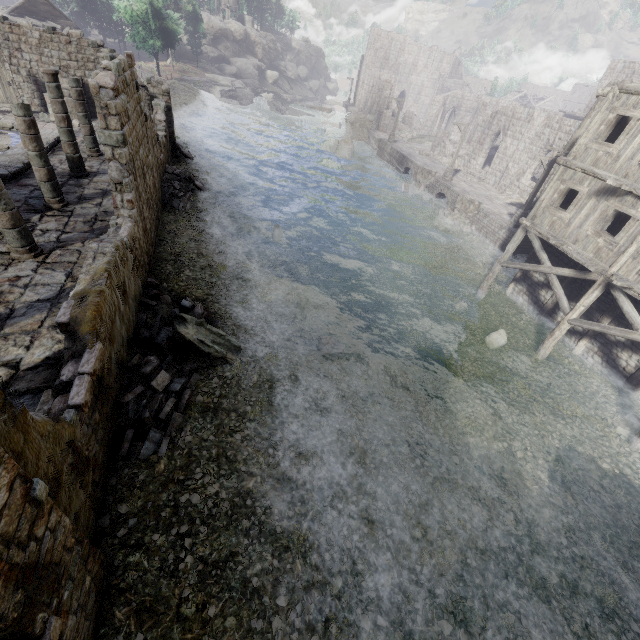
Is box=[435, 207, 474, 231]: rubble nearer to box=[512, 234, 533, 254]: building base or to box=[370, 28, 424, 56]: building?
box=[512, 234, 533, 254]: building base

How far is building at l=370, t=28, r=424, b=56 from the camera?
58.12m

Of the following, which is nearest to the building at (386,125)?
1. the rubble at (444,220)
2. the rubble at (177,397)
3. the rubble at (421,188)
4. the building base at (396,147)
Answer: the rubble at (177,397)

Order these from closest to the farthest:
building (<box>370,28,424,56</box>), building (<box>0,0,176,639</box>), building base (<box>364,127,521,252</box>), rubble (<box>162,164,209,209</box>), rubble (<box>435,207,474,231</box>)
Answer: building (<box>0,0,176,639</box>) → rubble (<box>162,164,209,209</box>) → building base (<box>364,127,521,252</box>) → rubble (<box>435,207,474,231</box>) → building (<box>370,28,424,56</box>)

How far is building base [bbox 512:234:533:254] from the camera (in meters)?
22.59

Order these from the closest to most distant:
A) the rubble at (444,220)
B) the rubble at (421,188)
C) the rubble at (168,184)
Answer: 1. the rubble at (168,184)
2. the rubble at (444,220)
3. the rubble at (421,188)

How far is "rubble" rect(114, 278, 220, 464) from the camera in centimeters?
798cm

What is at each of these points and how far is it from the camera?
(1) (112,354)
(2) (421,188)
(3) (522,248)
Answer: (1) building, 7.7 meters
(2) rubble, 32.3 meters
(3) building base, 23.1 meters
